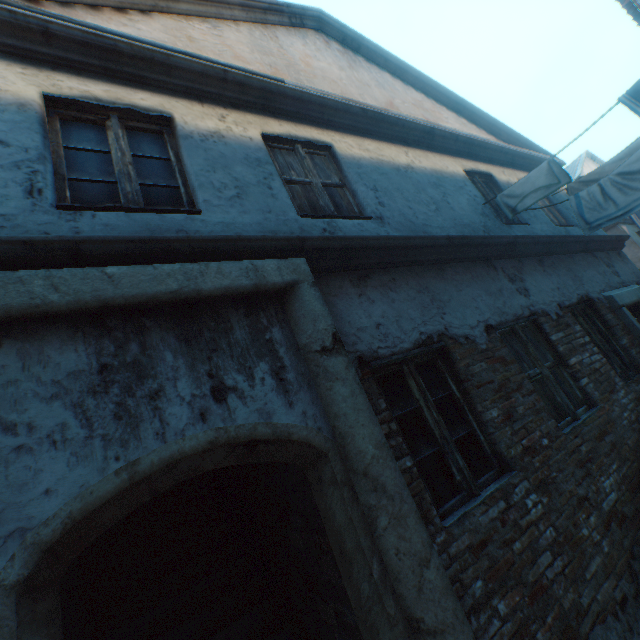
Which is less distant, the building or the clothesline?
the building

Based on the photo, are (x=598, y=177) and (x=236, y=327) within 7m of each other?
no

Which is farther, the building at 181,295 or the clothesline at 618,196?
the clothesline at 618,196
